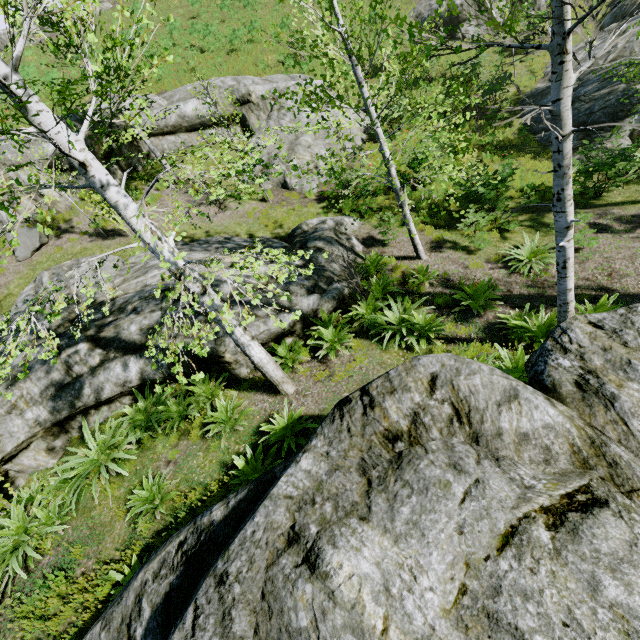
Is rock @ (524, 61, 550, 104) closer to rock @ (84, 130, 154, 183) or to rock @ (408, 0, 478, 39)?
rock @ (408, 0, 478, 39)

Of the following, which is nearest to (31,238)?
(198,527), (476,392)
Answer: (198,527)

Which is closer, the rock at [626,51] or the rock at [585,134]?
the rock at [585,134]

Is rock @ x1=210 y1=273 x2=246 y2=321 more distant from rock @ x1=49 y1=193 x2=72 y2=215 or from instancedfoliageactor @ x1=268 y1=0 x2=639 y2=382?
rock @ x1=49 y1=193 x2=72 y2=215

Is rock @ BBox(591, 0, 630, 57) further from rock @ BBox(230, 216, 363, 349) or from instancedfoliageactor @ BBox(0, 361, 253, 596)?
instancedfoliageactor @ BBox(0, 361, 253, 596)

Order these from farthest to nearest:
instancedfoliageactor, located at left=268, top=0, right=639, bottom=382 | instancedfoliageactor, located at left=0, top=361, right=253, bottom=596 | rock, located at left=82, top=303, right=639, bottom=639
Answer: instancedfoliageactor, located at left=0, top=361, right=253, bottom=596, instancedfoliageactor, located at left=268, top=0, right=639, bottom=382, rock, located at left=82, top=303, right=639, bottom=639

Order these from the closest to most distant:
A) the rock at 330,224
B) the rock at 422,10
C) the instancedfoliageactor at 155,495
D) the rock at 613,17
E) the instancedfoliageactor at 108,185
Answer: the instancedfoliageactor at 108,185
the instancedfoliageactor at 155,495
the rock at 330,224
the rock at 613,17
the rock at 422,10

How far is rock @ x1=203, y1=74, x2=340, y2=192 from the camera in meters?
14.1
